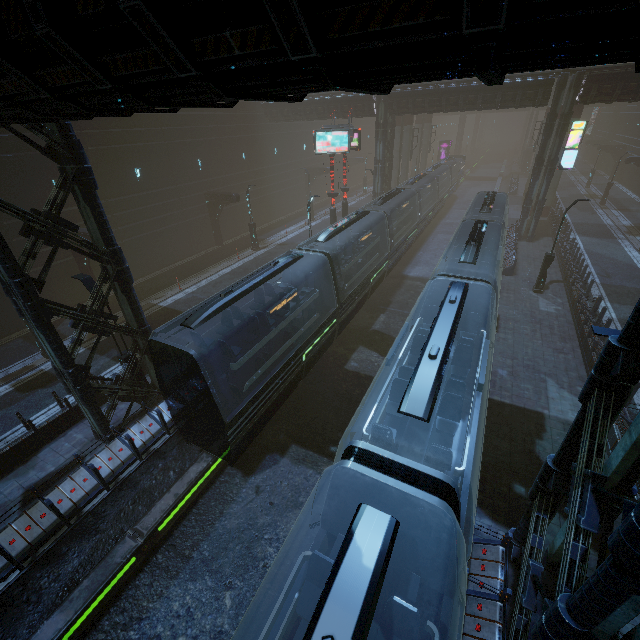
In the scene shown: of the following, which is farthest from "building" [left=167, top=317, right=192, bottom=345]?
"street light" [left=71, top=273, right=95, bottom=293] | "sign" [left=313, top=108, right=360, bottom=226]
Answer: "sign" [left=313, top=108, right=360, bottom=226]

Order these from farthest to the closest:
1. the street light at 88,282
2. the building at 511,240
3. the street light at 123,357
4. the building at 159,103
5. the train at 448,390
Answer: the building at 511,240, the street light at 123,357, the street light at 88,282, the train at 448,390, the building at 159,103

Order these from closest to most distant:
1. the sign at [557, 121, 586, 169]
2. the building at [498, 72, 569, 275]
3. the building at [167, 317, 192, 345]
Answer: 1. the building at [167, 317, 192, 345]
2. the building at [498, 72, 569, 275]
3. the sign at [557, 121, 586, 169]

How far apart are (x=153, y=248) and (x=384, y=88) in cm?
2623

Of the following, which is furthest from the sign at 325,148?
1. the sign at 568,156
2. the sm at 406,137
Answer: the sign at 568,156

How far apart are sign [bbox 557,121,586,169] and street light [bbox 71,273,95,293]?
31.46m

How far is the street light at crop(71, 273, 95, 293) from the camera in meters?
10.9 m

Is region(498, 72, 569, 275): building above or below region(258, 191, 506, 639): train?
below
